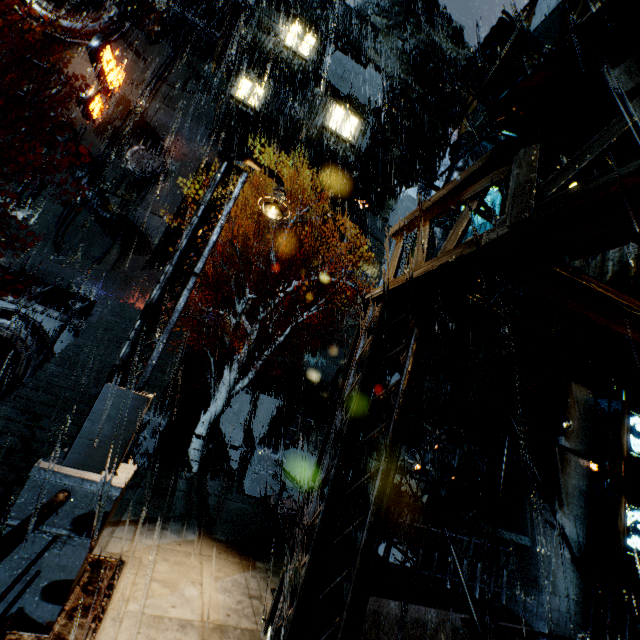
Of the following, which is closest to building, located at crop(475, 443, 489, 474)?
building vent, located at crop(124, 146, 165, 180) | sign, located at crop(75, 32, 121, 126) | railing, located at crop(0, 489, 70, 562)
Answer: building vent, located at crop(124, 146, 165, 180)

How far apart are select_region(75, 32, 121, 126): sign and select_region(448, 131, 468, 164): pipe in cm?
2553

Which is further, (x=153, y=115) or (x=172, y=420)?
(x=153, y=115)

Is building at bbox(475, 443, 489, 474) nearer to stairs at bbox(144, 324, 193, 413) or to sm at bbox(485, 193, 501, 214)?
sm at bbox(485, 193, 501, 214)

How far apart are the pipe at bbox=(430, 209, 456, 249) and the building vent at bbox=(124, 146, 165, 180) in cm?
2142

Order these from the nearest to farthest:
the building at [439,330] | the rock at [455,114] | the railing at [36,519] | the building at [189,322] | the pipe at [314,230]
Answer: the railing at [36,519]
the building at [439,330]
the building at [189,322]
the pipe at [314,230]
the rock at [455,114]

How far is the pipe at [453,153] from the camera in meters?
23.6

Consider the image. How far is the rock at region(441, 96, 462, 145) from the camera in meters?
56.0 m
